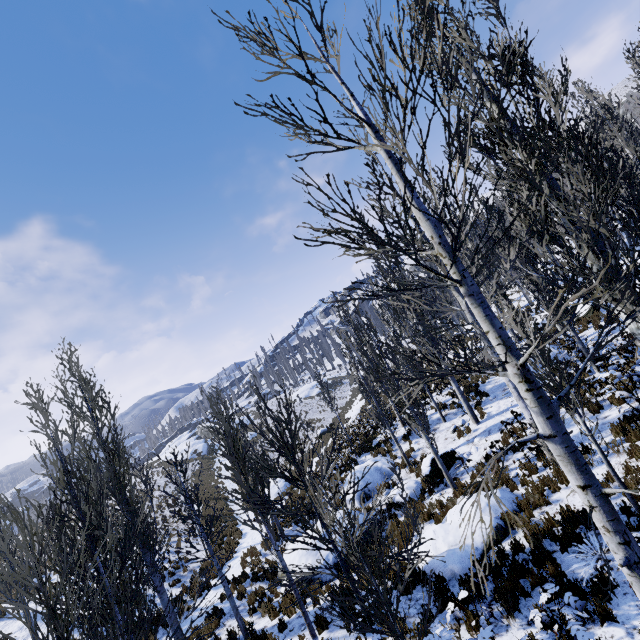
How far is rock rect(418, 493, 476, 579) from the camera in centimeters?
752cm

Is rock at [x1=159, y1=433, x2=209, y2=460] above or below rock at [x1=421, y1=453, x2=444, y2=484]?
above

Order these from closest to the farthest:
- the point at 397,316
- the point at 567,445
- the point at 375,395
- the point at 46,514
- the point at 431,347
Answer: the point at 567,445 < the point at 46,514 < the point at 431,347 < the point at 397,316 < the point at 375,395

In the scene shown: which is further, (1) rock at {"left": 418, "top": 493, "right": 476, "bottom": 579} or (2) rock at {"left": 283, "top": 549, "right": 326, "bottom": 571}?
(2) rock at {"left": 283, "top": 549, "right": 326, "bottom": 571}

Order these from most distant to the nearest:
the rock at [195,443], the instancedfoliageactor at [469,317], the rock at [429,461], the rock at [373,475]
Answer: the rock at [195,443]
the rock at [373,475]
the rock at [429,461]
the instancedfoliageactor at [469,317]

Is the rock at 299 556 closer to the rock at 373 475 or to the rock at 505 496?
the rock at 373 475

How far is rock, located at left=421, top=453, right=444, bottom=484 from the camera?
13.1m

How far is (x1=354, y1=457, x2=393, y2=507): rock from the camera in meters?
15.3 m
